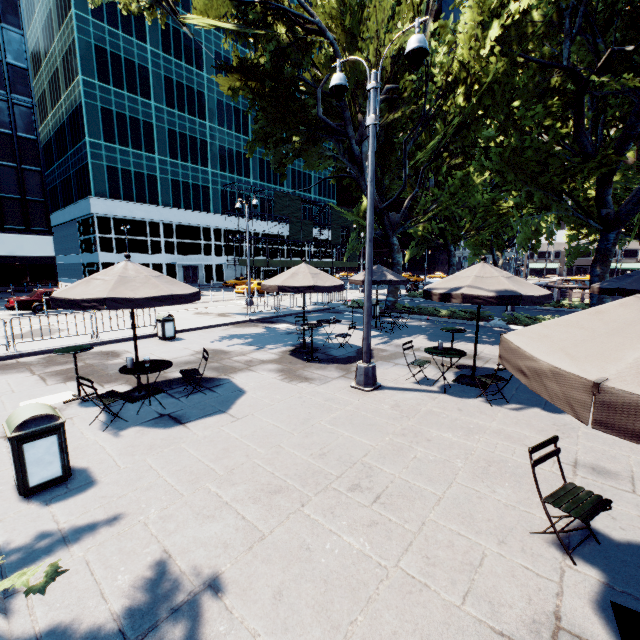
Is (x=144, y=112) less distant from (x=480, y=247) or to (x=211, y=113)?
(x=211, y=113)

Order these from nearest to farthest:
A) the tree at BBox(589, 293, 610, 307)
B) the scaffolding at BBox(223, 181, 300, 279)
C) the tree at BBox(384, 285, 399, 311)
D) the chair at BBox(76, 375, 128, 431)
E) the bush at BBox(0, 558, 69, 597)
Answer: the bush at BBox(0, 558, 69, 597), the chair at BBox(76, 375, 128, 431), the tree at BBox(589, 293, 610, 307), the tree at BBox(384, 285, 399, 311), the scaffolding at BBox(223, 181, 300, 279)

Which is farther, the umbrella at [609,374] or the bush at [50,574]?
the bush at [50,574]

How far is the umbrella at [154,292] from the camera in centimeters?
572cm

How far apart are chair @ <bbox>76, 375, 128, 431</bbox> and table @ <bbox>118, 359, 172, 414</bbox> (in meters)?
0.42

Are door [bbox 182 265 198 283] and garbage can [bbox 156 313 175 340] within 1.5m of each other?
no

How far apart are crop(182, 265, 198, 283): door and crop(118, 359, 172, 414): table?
45.72m

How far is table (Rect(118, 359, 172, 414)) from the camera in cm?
598
